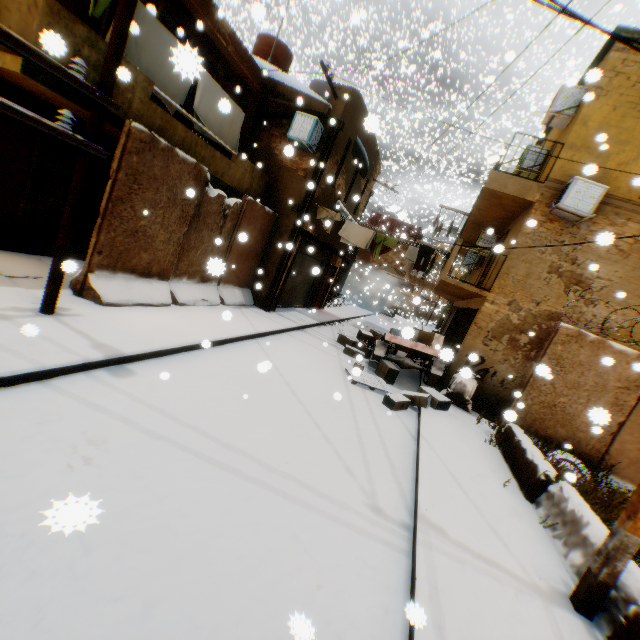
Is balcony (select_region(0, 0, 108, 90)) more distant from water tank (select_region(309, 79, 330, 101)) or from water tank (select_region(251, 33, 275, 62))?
water tank (select_region(309, 79, 330, 101))

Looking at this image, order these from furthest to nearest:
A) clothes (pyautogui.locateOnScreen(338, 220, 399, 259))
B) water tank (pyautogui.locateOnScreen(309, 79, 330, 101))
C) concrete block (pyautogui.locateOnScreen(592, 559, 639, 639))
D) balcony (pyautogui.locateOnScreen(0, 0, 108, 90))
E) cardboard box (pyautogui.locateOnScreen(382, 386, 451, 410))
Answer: water tank (pyautogui.locateOnScreen(309, 79, 330, 101)) < clothes (pyautogui.locateOnScreen(338, 220, 399, 259)) < cardboard box (pyautogui.locateOnScreen(382, 386, 451, 410)) < balcony (pyautogui.locateOnScreen(0, 0, 108, 90)) < concrete block (pyautogui.locateOnScreen(592, 559, 639, 639))

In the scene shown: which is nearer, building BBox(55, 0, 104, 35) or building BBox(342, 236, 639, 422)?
building BBox(55, 0, 104, 35)

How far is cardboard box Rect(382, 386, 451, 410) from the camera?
7.8 meters

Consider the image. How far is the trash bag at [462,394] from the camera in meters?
9.5

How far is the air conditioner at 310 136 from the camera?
10.23m

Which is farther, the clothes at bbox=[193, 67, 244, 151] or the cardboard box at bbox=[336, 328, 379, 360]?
the cardboard box at bbox=[336, 328, 379, 360]

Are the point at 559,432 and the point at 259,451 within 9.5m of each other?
yes
